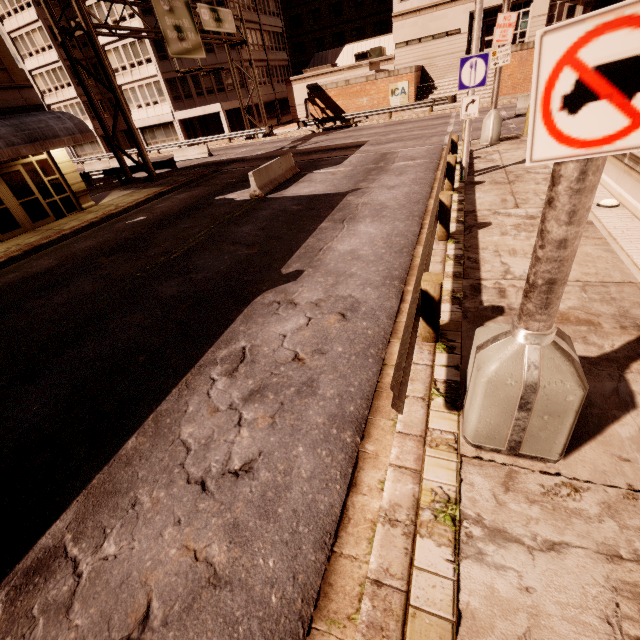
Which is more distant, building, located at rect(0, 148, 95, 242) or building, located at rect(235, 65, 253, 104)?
building, located at rect(235, 65, 253, 104)

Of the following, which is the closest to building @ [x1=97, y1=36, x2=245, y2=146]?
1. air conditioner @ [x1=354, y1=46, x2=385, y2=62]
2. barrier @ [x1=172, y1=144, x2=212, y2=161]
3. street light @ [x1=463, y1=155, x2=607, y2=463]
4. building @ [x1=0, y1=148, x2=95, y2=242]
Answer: barrier @ [x1=172, y1=144, x2=212, y2=161]

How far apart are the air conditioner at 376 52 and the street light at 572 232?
46.4m

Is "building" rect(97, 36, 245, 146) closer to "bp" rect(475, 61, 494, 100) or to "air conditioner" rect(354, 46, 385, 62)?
"air conditioner" rect(354, 46, 385, 62)

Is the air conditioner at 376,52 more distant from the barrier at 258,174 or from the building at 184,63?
the barrier at 258,174

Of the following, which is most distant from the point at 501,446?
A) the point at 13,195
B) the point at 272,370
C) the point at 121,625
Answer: the point at 13,195

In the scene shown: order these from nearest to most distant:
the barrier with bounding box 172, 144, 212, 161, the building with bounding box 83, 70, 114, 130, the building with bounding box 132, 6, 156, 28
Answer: the barrier with bounding box 172, 144, 212, 161
the building with bounding box 132, 6, 156, 28
the building with bounding box 83, 70, 114, 130

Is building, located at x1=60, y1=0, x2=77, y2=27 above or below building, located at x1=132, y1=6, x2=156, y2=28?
above
